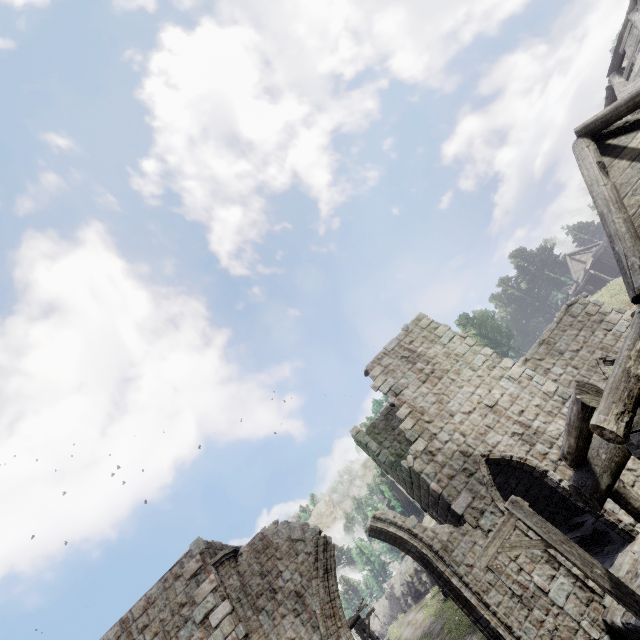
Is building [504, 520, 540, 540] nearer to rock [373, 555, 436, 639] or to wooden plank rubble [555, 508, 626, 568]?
wooden plank rubble [555, 508, 626, 568]

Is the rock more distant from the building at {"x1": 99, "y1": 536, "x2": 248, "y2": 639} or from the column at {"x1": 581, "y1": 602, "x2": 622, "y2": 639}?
the column at {"x1": 581, "y1": 602, "x2": 622, "y2": 639}

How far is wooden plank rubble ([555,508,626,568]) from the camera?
10.01m

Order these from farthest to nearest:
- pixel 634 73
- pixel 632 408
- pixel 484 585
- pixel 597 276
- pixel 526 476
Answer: pixel 597 276
pixel 526 476
pixel 634 73
pixel 484 585
pixel 632 408

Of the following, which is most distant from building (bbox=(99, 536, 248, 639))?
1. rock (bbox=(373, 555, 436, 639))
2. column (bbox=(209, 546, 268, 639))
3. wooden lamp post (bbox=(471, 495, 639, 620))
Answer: rock (bbox=(373, 555, 436, 639))

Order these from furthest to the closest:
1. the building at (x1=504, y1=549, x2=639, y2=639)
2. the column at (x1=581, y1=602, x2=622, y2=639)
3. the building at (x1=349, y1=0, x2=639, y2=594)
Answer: the column at (x1=581, y1=602, x2=622, y2=639)
the building at (x1=504, y1=549, x2=639, y2=639)
the building at (x1=349, y1=0, x2=639, y2=594)

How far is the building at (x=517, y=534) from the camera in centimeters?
953cm

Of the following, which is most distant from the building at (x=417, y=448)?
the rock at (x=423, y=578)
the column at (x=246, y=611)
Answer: the rock at (x=423, y=578)
